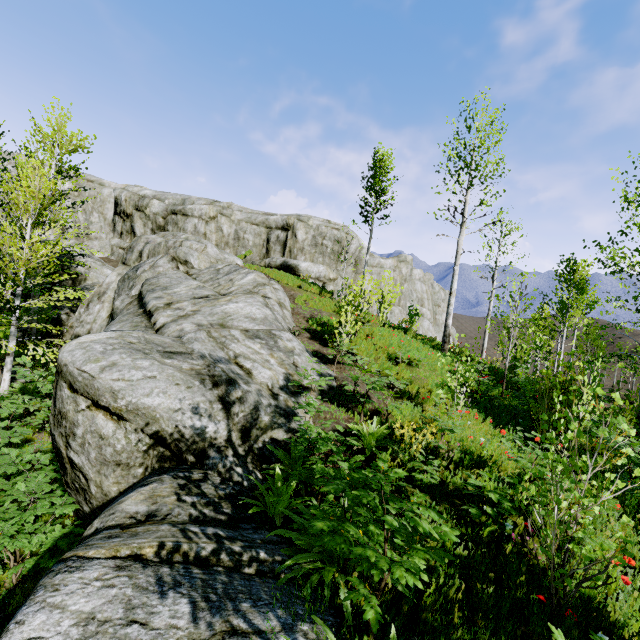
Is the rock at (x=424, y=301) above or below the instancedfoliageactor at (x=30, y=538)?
above

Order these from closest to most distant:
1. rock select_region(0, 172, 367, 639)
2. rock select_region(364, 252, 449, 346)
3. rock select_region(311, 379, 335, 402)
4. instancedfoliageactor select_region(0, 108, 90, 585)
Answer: rock select_region(0, 172, 367, 639)
instancedfoliageactor select_region(0, 108, 90, 585)
rock select_region(311, 379, 335, 402)
rock select_region(364, 252, 449, 346)

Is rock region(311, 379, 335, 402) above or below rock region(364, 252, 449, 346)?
below

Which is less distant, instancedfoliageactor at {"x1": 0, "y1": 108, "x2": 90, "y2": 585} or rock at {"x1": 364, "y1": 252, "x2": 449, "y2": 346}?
instancedfoliageactor at {"x1": 0, "y1": 108, "x2": 90, "y2": 585}

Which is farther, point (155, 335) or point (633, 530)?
point (155, 335)

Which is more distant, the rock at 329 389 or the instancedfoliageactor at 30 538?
the rock at 329 389

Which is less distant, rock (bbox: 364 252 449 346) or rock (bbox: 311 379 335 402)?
rock (bbox: 311 379 335 402)
